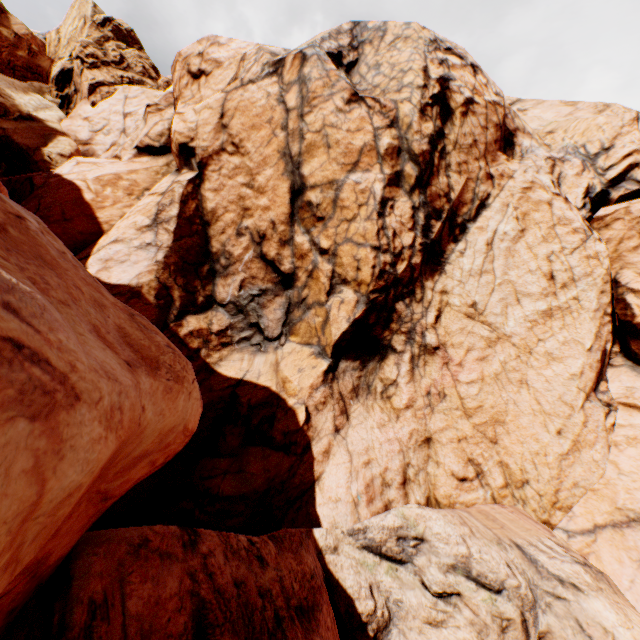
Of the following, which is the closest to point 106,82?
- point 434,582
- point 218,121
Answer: point 218,121
